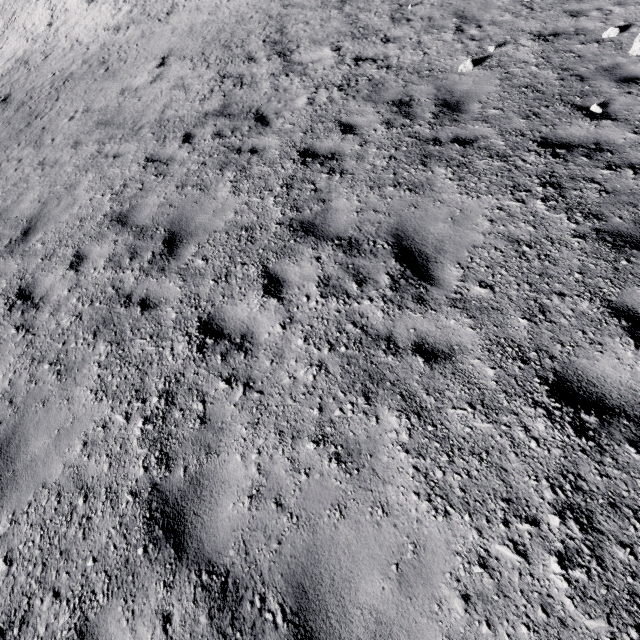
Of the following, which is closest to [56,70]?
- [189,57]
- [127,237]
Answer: [189,57]
